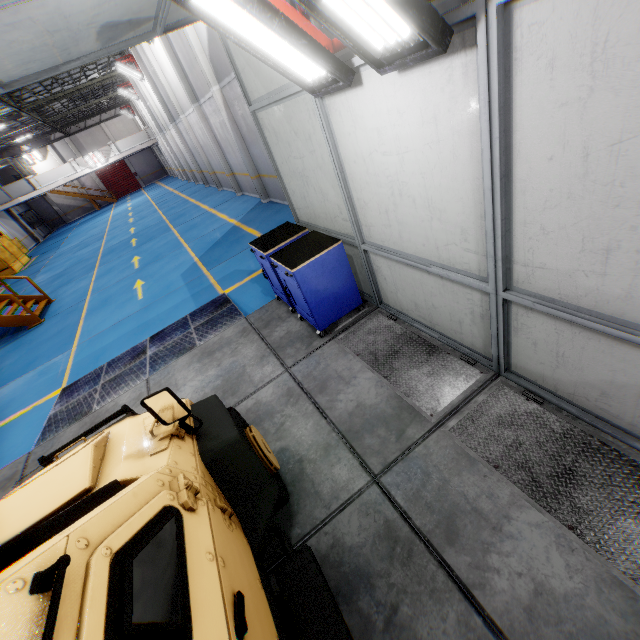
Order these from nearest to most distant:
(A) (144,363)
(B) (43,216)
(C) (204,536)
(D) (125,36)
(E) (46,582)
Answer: (E) (46,582), (C) (204,536), (D) (125,36), (A) (144,363), (B) (43,216)

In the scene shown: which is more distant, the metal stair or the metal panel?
the metal panel

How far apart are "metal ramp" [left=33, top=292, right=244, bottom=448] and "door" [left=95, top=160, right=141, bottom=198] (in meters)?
45.69

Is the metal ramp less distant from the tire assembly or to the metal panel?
the tire assembly

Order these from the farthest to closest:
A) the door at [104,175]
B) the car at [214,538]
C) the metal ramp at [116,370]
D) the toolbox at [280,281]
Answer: the door at [104,175]
the metal ramp at [116,370]
the toolbox at [280,281]
the car at [214,538]

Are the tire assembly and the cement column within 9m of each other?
no

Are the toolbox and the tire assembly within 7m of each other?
yes

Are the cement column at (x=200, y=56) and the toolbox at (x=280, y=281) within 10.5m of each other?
yes
